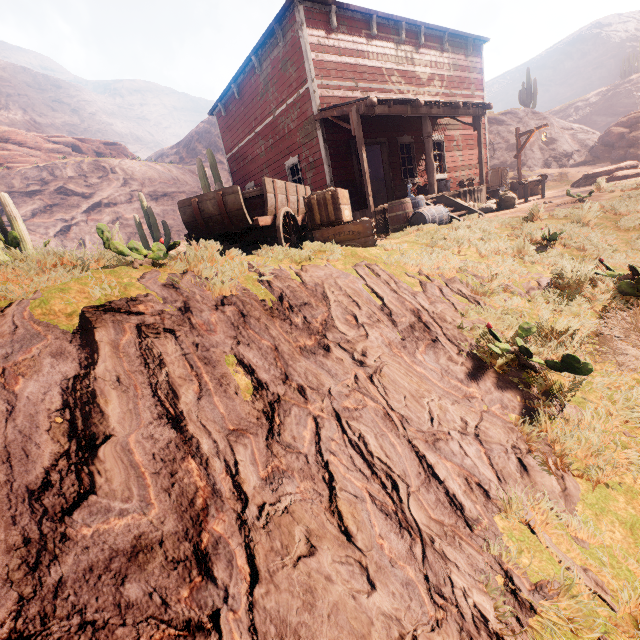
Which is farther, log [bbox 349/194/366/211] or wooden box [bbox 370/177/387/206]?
wooden box [bbox 370/177/387/206]

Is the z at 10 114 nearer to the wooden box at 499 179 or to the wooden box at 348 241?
the wooden box at 348 241

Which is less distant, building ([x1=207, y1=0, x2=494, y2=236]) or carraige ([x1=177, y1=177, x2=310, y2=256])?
carraige ([x1=177, y1=177, x2=310, y2=256])

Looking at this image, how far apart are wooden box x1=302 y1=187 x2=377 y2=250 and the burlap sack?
7.2m

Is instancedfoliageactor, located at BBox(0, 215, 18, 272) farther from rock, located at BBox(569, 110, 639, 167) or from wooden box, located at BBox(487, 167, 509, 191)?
rock, located at BBox(569, 110, 639, 167)

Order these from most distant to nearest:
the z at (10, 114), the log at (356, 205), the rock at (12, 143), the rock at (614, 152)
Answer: the z at (10, 114) < the rock at (12, 143) < the rock at (614, 152) < the log at (356, 205)

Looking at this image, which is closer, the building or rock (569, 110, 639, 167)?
the building

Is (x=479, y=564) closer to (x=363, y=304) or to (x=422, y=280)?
(x=363, y=304)
